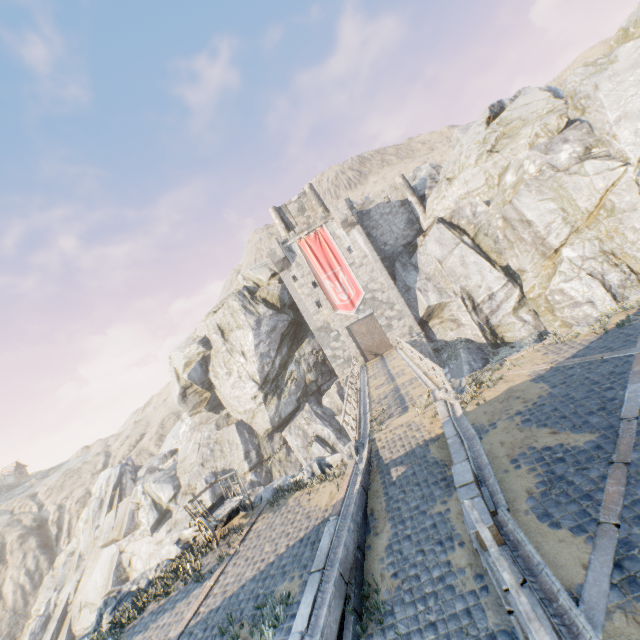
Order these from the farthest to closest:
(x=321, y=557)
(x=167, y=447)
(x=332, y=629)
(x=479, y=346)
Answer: (x=167, y=447)
(x=479, y=346)
(x=321, y=557)
(x=332, y=629)

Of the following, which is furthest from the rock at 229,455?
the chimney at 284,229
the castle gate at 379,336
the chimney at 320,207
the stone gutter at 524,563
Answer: the chimney at 320,207

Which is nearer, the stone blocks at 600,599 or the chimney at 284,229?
the stone blocks at 600,599

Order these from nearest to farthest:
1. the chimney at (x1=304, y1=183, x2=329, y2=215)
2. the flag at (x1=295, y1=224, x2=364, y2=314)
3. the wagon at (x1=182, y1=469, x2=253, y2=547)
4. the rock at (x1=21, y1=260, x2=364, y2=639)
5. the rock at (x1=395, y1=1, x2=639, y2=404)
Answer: the wagon at (x1=182, y1=469, x2=253, y2=547) < the rock at (x1=395, y1=1, x2=639, y2=404) < the rock at (x1=21, y1=260, x2=364, y2=639) < the flag at (x1=295, y1=224, x2=364, y2=314) < the chimney at (x1=304, y1=183, x2=329, y2=215)

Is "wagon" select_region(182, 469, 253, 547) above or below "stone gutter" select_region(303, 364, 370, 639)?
above

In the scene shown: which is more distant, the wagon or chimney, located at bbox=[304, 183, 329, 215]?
chimney, located at bbox=[304, 183, 329, 215]

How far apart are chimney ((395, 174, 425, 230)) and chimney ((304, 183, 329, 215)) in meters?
7.3

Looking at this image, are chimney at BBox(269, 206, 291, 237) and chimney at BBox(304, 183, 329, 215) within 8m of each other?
yes
